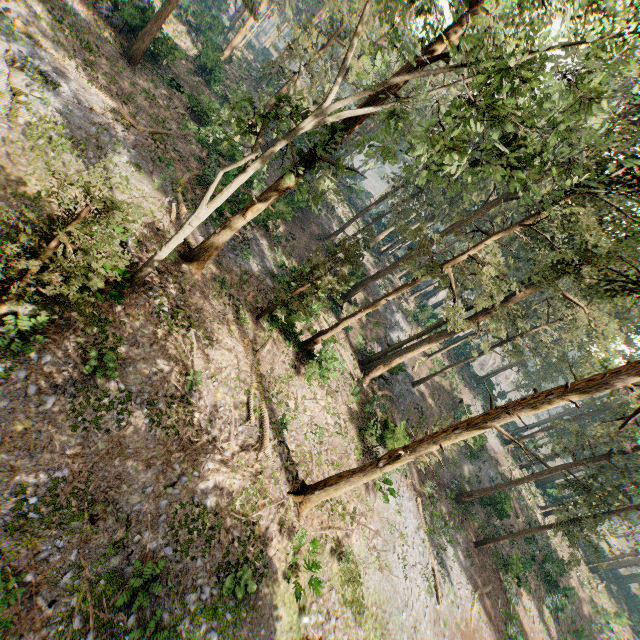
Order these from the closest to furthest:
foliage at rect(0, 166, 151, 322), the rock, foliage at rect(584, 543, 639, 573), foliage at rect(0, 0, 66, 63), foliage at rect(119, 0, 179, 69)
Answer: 1. foliage at rect(0, 166, 151, 322)
2. the rock
3. foliage at rect(0, 0, 66, 63)
4. foliage at rect(119, 0, 179, 69)
5. foliage at rect(584, 543, 639, 573)

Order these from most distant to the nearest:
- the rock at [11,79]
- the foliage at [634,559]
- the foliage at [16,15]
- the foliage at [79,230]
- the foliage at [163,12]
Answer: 1. the foliage at [634,559]
2. the foliage at [163,12]
3. the foliage at [16,15]
4. the rock at [11,79]
5. the foliage at [79,230]

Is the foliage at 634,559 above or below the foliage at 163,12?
above

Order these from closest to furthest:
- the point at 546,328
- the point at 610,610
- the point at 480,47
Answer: the point at 480,47 < the point at 546,328 < the point at 610,610

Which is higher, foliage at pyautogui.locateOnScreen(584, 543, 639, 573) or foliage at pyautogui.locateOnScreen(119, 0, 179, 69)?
foliage at pyautogui.locateOnScreen(584, 543, 639, 573)

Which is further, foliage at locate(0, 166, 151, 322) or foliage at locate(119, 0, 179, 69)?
foliage at locate(119, 0, 179, 69)

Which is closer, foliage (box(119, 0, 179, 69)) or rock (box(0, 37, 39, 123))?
rock (box(0, 37, 39, 123))
